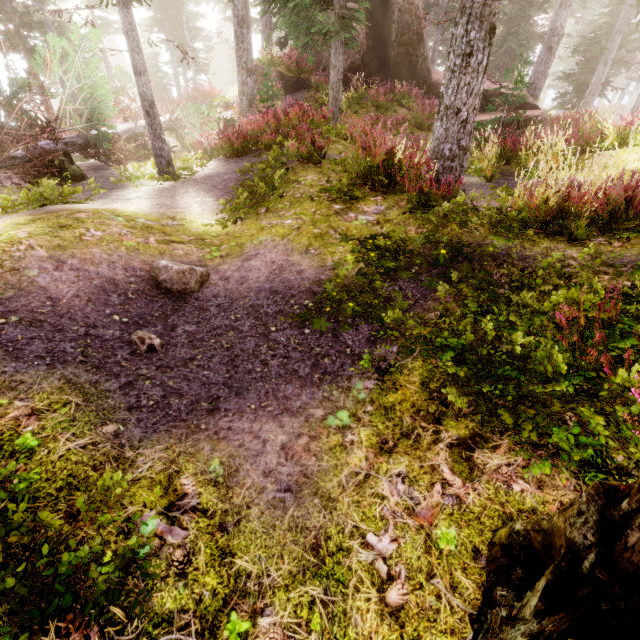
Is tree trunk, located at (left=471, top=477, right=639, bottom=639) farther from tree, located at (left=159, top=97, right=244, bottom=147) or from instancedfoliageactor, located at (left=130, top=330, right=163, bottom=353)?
tree, located at (left=159, top=97, right=244, bottom=147)

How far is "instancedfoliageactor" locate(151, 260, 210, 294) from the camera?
4.1 meters

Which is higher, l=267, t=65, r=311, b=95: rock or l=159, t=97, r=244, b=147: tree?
l=267, t=65, r=311, b=95: rock

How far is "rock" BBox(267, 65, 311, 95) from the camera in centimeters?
1686cm

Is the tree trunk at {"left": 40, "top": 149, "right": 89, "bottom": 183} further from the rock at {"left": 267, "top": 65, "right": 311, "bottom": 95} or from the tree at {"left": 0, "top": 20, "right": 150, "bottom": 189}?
the rock at {"left": 267, "top": 65, "right": 311, "bottom": 95}

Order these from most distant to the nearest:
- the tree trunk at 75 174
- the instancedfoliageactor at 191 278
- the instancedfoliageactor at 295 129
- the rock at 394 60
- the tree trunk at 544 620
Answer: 1. the rock at 394 60
2. the tree trunk at 75 174
3. the instancedfoliageactor at 191 278
4. the instancedfoliageactor at 295 129
5. the tree trunk at 544 620

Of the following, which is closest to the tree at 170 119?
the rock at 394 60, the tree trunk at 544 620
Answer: the rock at 394 60

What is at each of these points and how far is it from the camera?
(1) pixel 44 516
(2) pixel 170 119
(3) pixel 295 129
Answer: (1) instancedfoliageactor, 1.7 meters
(2) tree, 13.1 meters
(3) instancedfoliageactor, 9.0 meters
